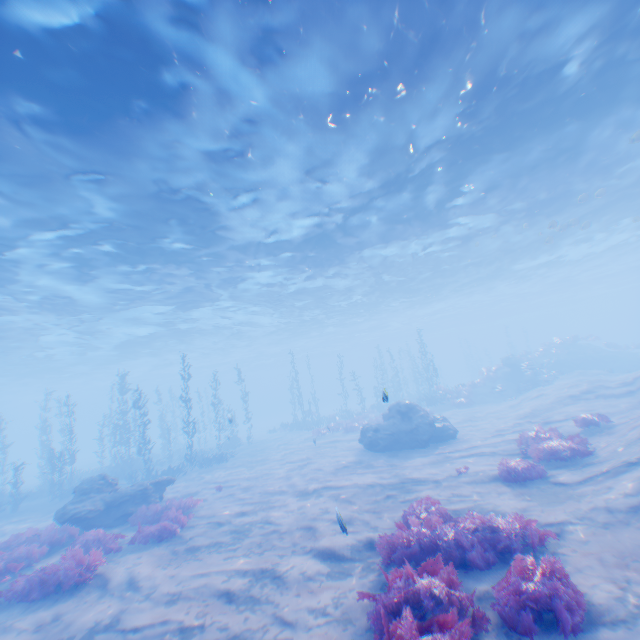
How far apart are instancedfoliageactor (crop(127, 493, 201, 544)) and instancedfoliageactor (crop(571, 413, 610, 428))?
14.8 meters

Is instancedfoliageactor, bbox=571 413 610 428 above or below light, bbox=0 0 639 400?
below

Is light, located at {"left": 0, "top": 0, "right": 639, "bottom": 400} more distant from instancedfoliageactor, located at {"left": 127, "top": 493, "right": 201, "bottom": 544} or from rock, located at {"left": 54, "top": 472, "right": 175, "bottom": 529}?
instancedfoliageactor, located at {"left": 127, "top": 493, "right": 201, "bottom": 544}

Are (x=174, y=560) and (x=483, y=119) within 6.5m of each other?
no

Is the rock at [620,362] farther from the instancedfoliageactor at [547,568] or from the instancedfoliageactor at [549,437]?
the instancedfoliageactor at [547,568]

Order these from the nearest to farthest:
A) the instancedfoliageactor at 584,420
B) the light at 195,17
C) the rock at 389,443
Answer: the light at 195,17, the instancedfoliageactor at 584,420, the rock at 389,443

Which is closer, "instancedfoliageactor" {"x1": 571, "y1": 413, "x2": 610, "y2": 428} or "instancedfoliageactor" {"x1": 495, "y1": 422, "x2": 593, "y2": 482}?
"instancedfoliageactor" {"x1": 495, "y1": 422, "x2": 593, "y2": 482}

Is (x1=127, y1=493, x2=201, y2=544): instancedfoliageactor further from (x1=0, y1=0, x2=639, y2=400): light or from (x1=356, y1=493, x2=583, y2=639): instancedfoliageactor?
(x1=0, y1=0, x2=639, y2=400): light
